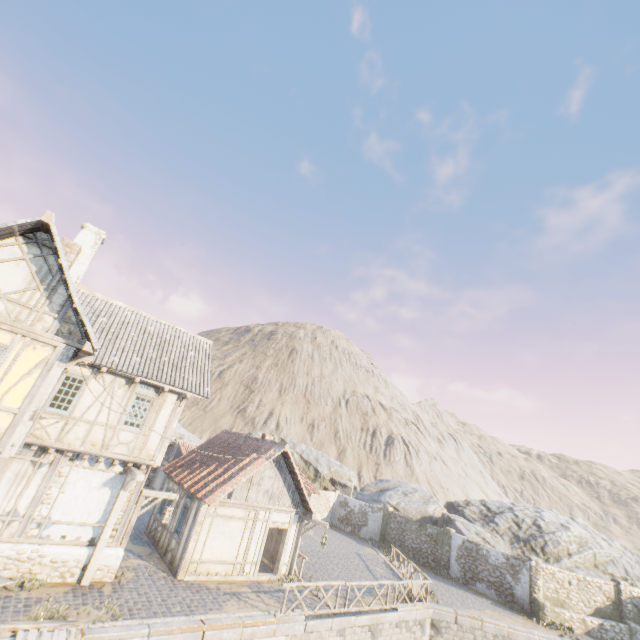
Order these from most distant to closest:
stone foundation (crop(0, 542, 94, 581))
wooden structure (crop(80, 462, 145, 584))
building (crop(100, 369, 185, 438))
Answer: building (crop(100, 369, 185, 438)), wooden structure (crop(80, 462, 145, 584)), stone foundation (crop(0, 542, 94, 581))

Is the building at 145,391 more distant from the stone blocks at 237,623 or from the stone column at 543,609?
the stone column at 543,609

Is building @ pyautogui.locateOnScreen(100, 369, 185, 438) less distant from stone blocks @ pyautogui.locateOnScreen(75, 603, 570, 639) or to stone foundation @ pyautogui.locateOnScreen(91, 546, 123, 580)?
stone foundation @ pyautogui.locateOnScreen(91, 546, 123, 580)

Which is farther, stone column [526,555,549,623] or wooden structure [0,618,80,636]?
stone column [526,555,549,623]

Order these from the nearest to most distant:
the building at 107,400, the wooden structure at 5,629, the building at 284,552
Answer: the wooden structure at 5,629
the building at 284,552
the building at 107,400

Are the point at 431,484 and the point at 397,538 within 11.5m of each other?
no

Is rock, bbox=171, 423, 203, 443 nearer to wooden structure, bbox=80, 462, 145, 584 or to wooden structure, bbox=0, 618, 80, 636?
wooden structure, bbox=0, 618, 80, 636
